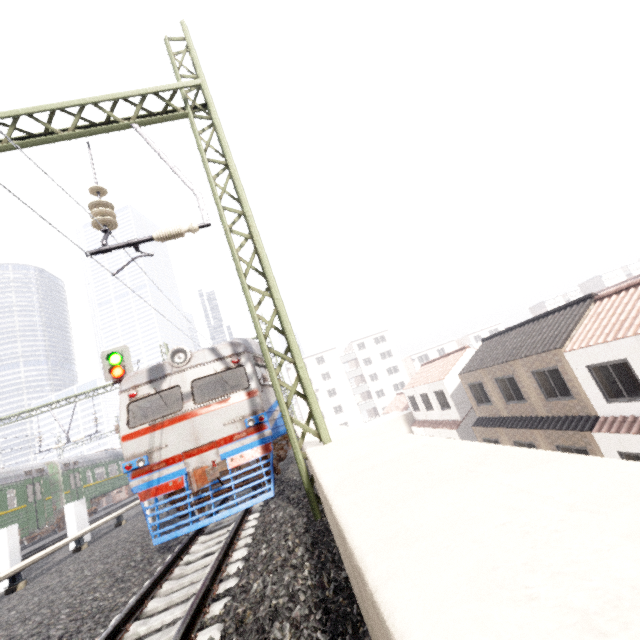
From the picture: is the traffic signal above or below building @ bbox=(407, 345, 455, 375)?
above

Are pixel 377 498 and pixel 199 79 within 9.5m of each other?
yes

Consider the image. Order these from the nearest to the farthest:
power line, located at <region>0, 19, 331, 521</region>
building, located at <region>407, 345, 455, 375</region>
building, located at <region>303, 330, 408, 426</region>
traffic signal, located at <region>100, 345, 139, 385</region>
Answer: power line, located at <region>0, 19, 331, 521</region> → traffic signal, located at <region>100, 345, 139, 385</region> → building, located at <region>303, 330, 408, 426</region> → building, located at <region>407, 345, 455, 375</region>

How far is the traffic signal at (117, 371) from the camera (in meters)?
11.12

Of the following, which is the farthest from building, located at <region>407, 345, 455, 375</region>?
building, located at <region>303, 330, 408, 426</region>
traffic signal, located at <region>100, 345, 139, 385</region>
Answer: traffic signal, located at <region>100, 345, 139, 385</region>

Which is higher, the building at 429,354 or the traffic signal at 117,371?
the traffic signal at 117,371

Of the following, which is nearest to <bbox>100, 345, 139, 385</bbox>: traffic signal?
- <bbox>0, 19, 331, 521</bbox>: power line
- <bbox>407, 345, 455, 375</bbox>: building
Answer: <bbox>0, 19, 331, 521</bbox>: power line

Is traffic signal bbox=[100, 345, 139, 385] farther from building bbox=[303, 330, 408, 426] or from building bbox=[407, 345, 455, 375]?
building bbox=[407, 345, 455, 375]
